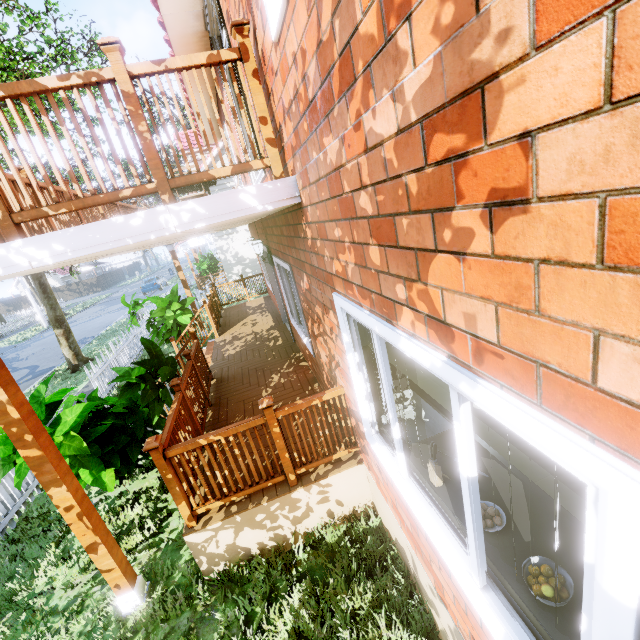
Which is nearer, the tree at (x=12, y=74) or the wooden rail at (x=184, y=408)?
the wooden rail at (x=184, y=408)

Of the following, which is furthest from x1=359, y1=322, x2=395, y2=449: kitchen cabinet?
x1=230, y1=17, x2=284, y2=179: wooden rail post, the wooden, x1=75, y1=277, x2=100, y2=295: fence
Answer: x1=75, y1=277, x2=100, y2=295: fence

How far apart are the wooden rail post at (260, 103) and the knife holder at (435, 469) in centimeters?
230cm

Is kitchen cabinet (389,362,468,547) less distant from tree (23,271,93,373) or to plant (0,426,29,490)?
plant (0,426,29,490)

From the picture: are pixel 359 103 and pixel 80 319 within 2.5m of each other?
no

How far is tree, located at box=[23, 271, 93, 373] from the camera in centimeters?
1192cm

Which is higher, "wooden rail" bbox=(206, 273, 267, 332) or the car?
"wooden rail" bbox=(206, 273, 267, 332)

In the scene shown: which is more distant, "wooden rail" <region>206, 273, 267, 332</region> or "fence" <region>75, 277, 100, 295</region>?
"fence" <region>75, 277, 100, 295</region>
